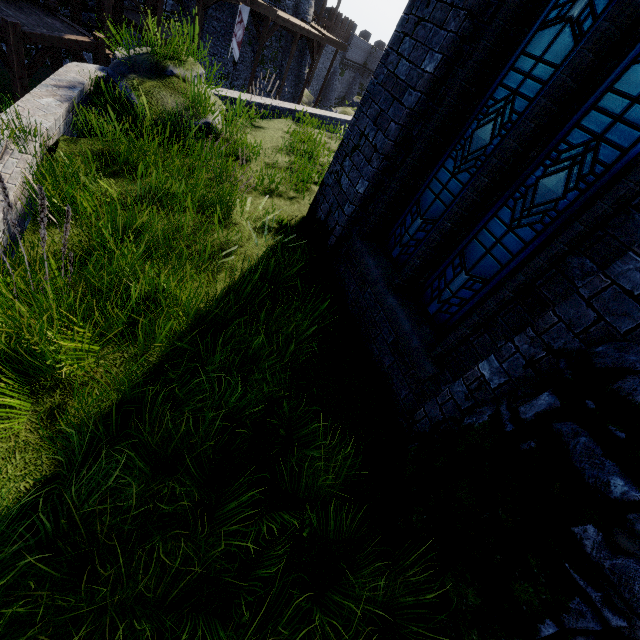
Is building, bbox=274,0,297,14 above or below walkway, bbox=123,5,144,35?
above

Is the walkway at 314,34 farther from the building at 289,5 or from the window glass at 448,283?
the window glass at 448,283

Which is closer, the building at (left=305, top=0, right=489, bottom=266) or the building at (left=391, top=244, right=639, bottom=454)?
the building at (left=391, top=244, right=639, bottom=454)

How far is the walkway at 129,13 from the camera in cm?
1541

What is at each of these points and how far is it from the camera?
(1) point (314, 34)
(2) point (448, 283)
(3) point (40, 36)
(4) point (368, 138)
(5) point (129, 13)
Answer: (1) walkway, 23.5 meters
(2) window glass, 3.5 meters
(3) stairs, 10.0 meters
(4) building, 4.4 meters
(5) walkway, 16.3 meters

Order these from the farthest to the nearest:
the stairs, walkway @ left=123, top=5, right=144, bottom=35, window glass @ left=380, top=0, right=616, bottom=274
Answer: walkway @ left=123, top=5, right=144, bottom=35 → the stairs → window glass @ left=380, top=0, right=616, bottom=274

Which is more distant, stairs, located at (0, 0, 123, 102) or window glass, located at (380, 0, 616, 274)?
stairs, located at (0, 0, 123, 102)

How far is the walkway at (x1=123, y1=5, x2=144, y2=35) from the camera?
15.41m
